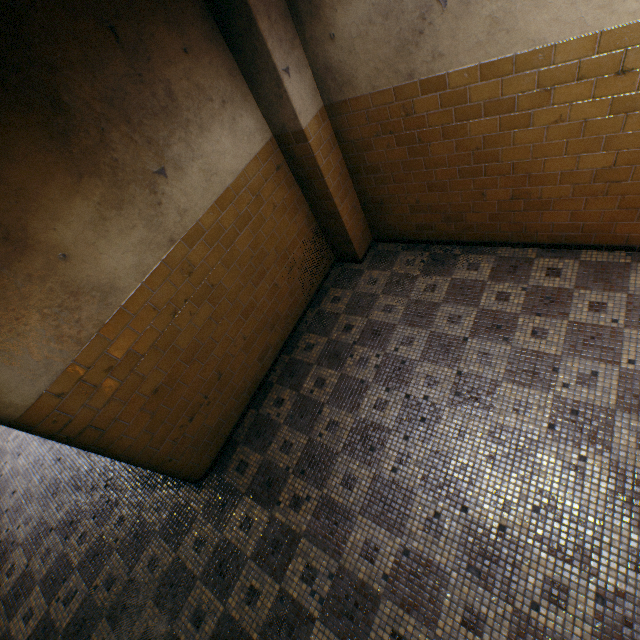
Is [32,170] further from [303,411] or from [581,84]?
[581,84]
